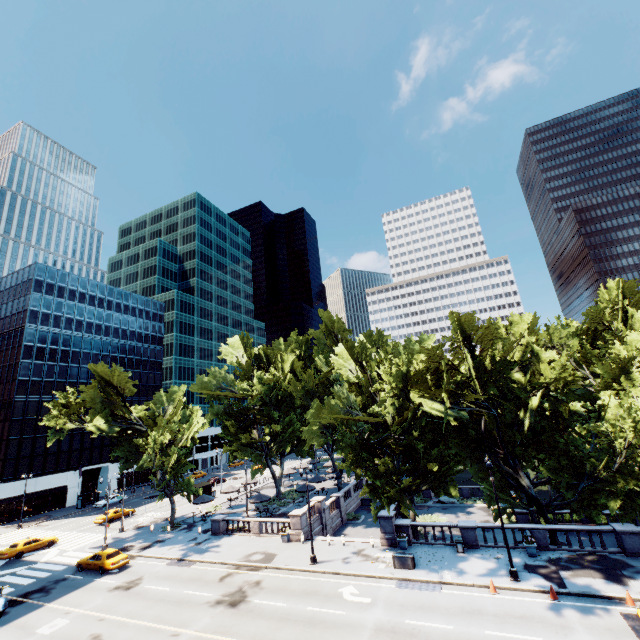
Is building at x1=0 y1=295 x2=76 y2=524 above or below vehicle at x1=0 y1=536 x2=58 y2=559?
above

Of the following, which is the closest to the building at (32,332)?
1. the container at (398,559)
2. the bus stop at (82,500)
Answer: the bus stop at (82,500)

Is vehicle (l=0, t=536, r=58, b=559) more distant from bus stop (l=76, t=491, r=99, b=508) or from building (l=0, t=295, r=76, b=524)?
building (l=0, t=295, r=76, b=524)

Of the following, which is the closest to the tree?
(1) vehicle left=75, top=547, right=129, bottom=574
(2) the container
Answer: (2) the container

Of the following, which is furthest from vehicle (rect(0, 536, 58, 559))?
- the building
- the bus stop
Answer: the building

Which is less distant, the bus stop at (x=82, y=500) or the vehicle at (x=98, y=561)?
the vehicle at (x=98, y=561)

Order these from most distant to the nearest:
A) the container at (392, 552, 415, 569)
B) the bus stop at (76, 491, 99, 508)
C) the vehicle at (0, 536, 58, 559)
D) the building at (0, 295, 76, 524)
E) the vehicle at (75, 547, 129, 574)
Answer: the bus stop at (76, 491, 99, 508) < the building at (0, 295, 76, 524) < the vehicle at (0, 536, 58, 559) < the vehicle at (75, 547, 129, 574) < the container at (392, 552, 415, 569)

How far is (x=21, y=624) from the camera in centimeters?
2192cm
